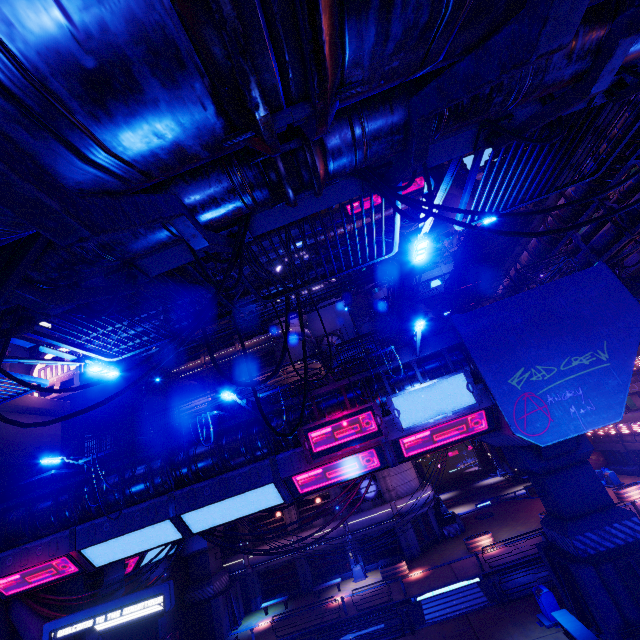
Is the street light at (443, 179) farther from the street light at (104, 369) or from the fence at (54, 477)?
the fence at (54, 477)

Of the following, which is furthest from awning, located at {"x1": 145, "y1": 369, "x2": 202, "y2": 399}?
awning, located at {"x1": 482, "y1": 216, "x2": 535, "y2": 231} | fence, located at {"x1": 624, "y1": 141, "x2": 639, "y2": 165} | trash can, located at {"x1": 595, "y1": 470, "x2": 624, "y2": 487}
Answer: trash can, located at {"x1": 595, "y1": 470, "x2": 624, "y2": 487}

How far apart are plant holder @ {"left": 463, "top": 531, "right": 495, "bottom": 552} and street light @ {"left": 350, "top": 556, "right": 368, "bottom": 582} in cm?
879

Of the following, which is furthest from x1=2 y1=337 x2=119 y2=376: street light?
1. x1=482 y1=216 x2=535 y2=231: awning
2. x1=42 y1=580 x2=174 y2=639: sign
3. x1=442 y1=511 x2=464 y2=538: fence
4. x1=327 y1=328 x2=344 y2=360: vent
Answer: x1=327 y1=328 x2=344 y2=360: vent

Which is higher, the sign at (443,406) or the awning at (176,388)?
the awning at (176,388)

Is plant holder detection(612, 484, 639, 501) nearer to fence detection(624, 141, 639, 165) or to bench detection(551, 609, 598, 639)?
bench detection(551, 609, 598, 639)

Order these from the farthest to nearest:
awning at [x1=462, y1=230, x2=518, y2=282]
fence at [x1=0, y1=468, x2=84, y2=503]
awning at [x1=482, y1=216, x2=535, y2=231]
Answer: awning at [x1=462, y1=230, x2=518, y2=282] → awning at [x1=482, y1=216, x2=535, y2=231] → fence at [x1=0, y1=468, x2=84, y2=503]

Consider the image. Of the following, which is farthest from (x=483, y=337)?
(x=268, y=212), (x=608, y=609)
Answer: (x=268, y=212)
